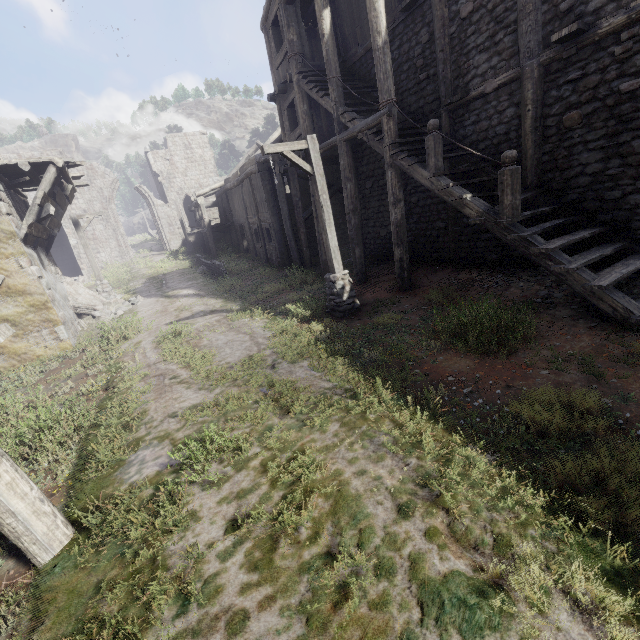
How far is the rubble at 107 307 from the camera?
14.7 meters

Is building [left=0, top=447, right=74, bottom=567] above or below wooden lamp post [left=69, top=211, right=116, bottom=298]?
below

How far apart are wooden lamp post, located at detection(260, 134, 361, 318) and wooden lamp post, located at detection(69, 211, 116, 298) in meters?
13.1

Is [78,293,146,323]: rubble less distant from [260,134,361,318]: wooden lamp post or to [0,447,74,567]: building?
[0,447,74,567]: building

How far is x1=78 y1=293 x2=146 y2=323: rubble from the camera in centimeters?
1469cm

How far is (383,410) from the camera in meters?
4.8 m

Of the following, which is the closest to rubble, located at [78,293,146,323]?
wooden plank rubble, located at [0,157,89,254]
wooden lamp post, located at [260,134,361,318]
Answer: wooden plank rubble, located at [0,157,89,254]

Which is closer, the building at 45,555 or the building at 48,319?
the building at 45,555
